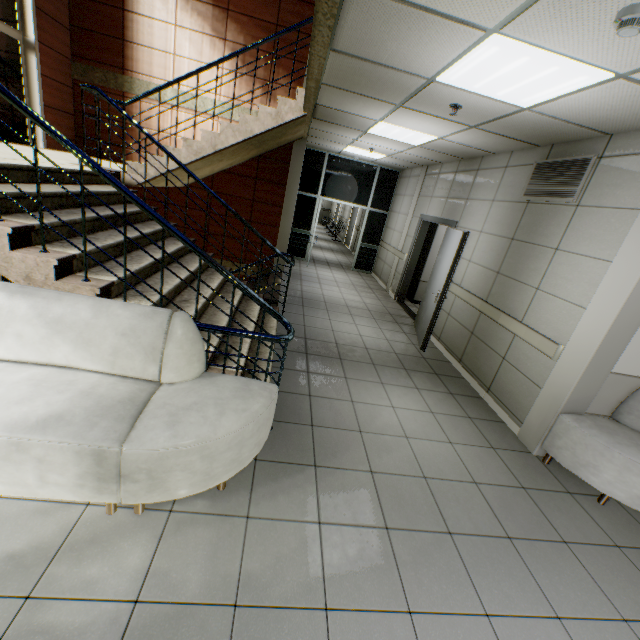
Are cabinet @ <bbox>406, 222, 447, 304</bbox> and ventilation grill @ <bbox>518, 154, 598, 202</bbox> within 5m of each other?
yes

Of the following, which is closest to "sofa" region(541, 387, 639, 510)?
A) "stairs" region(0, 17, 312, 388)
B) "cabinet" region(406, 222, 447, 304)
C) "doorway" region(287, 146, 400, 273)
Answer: "stairs" region(0, 17, 312, 388)

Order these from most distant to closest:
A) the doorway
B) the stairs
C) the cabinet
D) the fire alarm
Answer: the doorway → the cabinet → the stairs → the fire alarm

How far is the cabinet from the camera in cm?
782

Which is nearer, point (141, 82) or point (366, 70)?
point (366, 70)

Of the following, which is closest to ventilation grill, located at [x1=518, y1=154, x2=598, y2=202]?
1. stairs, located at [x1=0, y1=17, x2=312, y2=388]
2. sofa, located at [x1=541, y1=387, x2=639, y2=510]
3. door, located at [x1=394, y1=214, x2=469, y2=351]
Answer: door, located at [x1=394, y1=214, x2=469, y2=351]

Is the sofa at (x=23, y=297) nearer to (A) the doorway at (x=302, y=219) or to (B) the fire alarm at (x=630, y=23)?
(B) the fire alarm at (x=630, y=23)

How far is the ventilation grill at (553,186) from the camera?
3.5m
